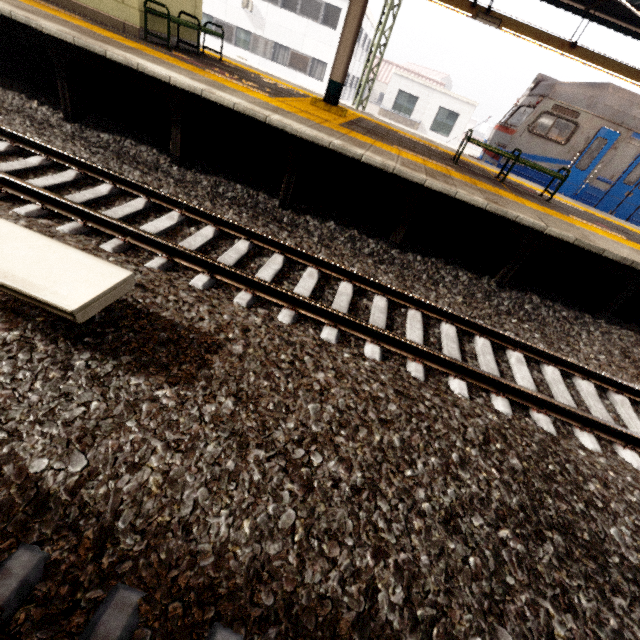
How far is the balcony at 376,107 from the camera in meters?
21.6

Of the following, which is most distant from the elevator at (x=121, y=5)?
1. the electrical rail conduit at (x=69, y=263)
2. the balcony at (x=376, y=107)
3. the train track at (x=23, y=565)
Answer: the balcony at (x=376, y=107)

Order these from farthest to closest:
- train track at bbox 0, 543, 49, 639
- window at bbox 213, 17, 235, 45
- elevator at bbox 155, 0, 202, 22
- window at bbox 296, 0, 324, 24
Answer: window at bbox 213, 17, 235, 45 → window at bbox 296, 0, 324, 24 → elevator at bbox 155, 0, 202, 22 → train track at bbox 0, 543, 49, 639

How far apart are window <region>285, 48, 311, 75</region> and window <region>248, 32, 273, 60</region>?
1.1 meters

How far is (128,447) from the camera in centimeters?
186cm

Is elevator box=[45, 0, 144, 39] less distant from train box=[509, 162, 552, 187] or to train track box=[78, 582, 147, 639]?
train track box=[78, 582, 147, 639]

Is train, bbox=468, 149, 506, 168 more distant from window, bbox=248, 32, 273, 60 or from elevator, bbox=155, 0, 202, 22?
window, bbox=248, 32, 273, 60

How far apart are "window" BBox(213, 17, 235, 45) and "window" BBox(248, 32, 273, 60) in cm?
109
